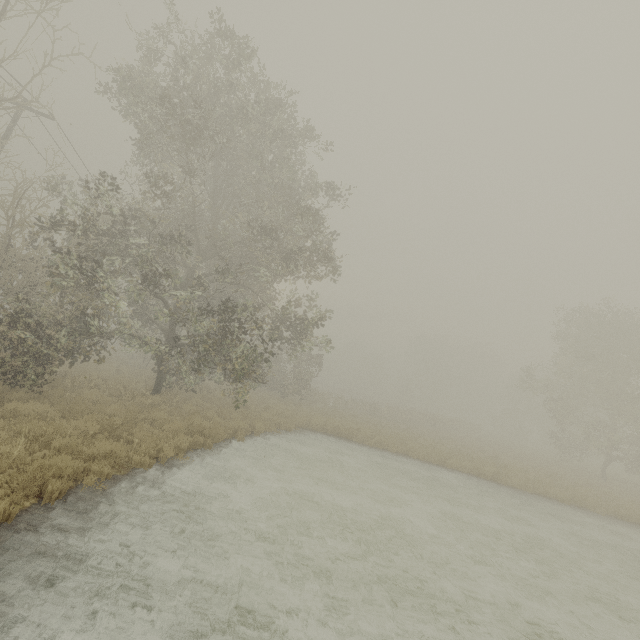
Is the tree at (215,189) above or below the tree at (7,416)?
above

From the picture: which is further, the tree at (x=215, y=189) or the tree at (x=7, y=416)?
the tree at (x=215, y=189)

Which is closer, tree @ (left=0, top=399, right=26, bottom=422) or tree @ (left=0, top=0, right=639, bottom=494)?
tree @ (left=0, top=399, right=26, bottom=422)

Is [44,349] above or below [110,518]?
above

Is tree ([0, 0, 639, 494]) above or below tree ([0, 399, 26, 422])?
above
